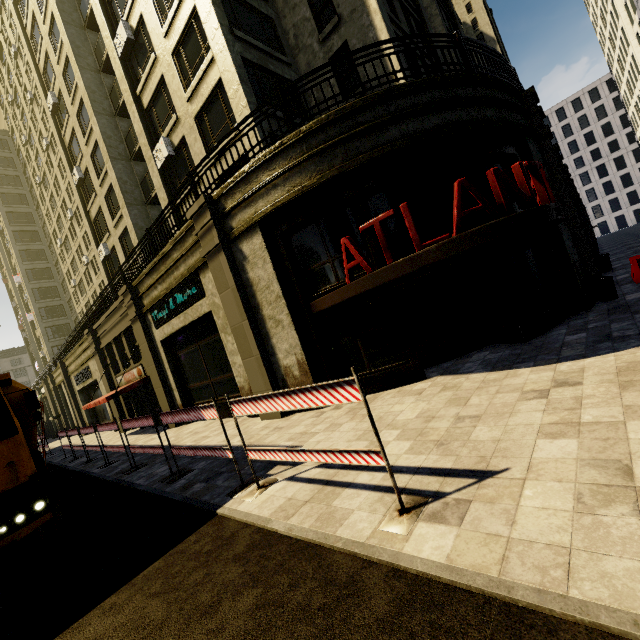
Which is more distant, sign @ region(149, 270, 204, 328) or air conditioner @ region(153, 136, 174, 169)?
air conditioner @ region(153, 136, 174, 169)

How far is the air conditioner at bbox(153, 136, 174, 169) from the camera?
15.2m

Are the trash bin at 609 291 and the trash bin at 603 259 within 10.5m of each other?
yes

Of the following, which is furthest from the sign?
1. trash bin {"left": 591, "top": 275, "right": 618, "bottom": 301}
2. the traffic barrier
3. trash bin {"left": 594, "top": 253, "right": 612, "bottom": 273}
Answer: trash bin {"left": 594, "top": 253, "right": 612, "bottom": 273}

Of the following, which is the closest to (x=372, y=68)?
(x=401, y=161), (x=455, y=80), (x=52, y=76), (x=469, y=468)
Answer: (x=455, y=80)

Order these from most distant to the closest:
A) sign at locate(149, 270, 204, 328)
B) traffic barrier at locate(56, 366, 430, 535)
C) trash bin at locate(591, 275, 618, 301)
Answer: sign at locate(149, 270, 204, 328), trash bin at locate(591, 275, 618, 301), traffic barrier at locate(56, 366, 430, 535)

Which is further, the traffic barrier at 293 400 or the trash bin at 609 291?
the trash bin at 609 291

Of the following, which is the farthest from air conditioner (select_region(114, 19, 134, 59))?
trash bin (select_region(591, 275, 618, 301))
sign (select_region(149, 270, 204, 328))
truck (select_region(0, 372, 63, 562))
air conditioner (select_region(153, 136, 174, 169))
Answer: trash bin (select_region(591, 275, 618, 301))
